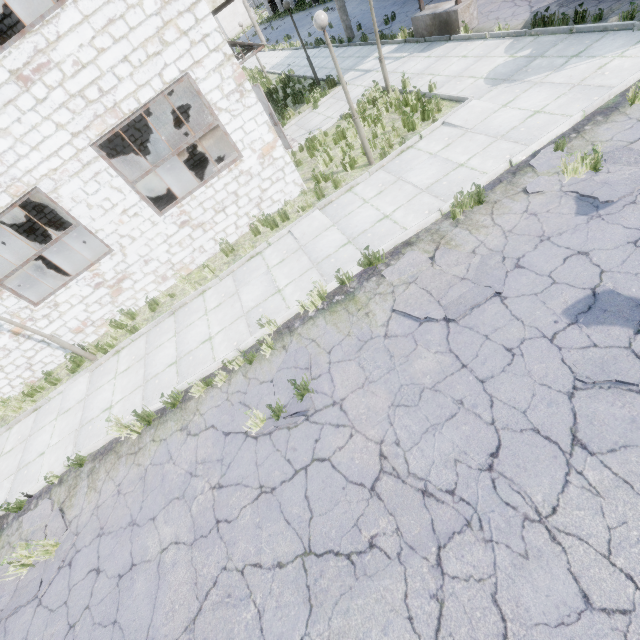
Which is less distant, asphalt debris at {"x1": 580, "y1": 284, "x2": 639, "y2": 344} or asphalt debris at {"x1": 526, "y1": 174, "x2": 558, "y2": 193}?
asphalt debris at {"x1": 580, "y1": 284, "x2": 639, "y2": 344}

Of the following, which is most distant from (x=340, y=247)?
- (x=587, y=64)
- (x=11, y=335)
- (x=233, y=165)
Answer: (x=11, y=335)

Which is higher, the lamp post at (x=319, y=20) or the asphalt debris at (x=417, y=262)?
the lamp post at (x=319, y=20)

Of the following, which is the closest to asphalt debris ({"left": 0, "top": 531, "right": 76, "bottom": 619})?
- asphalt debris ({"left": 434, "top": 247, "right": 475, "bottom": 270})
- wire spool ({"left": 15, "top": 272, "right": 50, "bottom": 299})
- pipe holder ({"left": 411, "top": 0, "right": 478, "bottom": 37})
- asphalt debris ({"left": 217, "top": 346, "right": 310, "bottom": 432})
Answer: asphalt debris ({"left": 217, "top": 346, "right": 310, "bottom": 432})

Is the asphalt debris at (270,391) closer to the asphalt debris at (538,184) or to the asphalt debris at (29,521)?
the asphalt debris at (29,521)

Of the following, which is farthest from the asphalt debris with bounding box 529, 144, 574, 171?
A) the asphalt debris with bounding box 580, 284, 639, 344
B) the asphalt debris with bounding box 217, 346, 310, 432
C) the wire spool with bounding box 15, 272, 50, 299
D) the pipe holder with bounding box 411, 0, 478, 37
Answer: the wire spool with bounding box 15, 272, 50, 299

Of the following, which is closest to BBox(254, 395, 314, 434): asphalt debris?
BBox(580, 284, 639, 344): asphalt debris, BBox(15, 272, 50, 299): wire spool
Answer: BBox(580, 284, 639, 344): asphalt debris

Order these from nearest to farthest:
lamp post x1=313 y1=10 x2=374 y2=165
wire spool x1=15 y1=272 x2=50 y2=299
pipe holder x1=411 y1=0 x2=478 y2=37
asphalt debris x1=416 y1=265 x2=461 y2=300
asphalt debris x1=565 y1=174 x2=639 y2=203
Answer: asphalt debris x1=565 y1=174 x2=639 y2=203 < asphalt debris x1=416 y1=265 x2=461 y2=300 < lamp post x1=313 y1=10 x2=374 y2=165 < pipe holder x1=411 y1=0 x2=478 y2=37 < wire spool x1=15 y1=272 x2=50 y2=299
